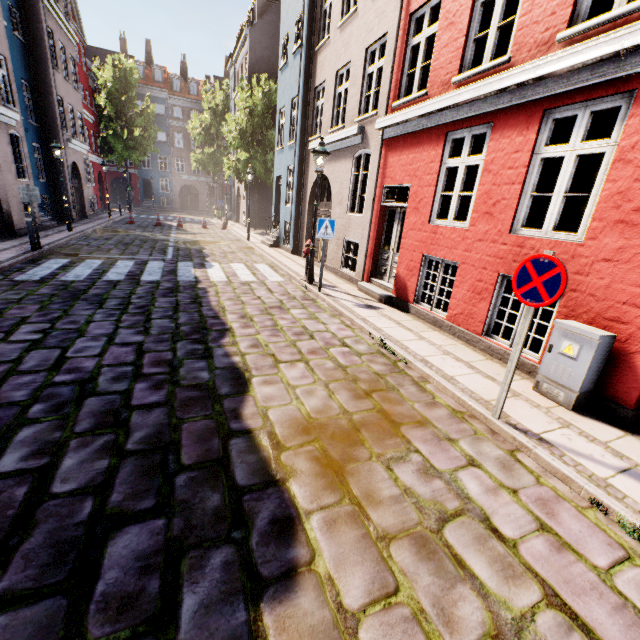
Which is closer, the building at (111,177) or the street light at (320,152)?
the street light at (320,152)

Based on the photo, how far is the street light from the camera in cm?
834

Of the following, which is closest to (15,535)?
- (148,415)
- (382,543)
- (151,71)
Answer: (148,415)

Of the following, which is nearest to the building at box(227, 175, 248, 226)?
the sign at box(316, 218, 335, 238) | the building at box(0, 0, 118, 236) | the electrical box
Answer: the electrical box

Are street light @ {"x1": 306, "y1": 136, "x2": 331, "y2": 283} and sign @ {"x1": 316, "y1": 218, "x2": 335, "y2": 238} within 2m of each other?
yes

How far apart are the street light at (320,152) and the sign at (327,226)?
1.0 meters

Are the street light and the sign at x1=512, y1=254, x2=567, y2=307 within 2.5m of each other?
no

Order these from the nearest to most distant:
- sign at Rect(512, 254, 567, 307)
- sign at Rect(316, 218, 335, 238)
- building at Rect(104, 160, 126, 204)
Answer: sign at Rect(512, 254, 567, 307)
sign at Rect(316, 218, 335, 238)
building at Rect(104, 160, 126, 204)
